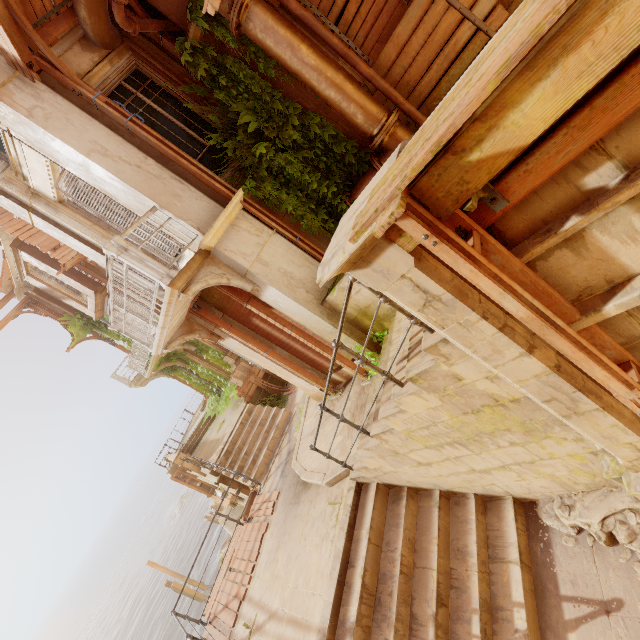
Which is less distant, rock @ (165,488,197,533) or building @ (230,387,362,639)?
building @ (230,387,362,639)

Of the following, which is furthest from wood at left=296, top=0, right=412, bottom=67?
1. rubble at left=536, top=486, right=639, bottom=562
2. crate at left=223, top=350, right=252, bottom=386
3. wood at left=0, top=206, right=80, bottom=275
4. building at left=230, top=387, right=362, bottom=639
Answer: building at left=230, top=387, right=362, bottom=639

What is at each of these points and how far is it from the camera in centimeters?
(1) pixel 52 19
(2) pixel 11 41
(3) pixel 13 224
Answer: (1) wood, 533cm
(2) wood, 465cm
(3) wood, 1218cm

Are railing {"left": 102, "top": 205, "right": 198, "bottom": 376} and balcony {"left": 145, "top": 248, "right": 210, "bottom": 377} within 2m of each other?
yes

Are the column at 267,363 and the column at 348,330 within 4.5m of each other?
yes

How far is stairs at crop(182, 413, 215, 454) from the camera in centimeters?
1941cm

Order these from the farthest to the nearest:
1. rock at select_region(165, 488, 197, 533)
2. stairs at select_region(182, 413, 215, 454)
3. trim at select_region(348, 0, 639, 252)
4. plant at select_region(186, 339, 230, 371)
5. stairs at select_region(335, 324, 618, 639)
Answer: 1. rock at select_region(165, 488, 197, 533)
2. stairs at select_region(182, 413, 215, 454)
3. plant at select_region(186, 339, 230, 371)
4. stairs at select_region(335, 324, 618, 639)
5. trim at select_region(348, 0, 639, 252)

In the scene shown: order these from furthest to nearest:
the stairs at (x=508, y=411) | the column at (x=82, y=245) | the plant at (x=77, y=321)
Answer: the plant at (x=77, y=321) < the column at (x=82, y=245) < the stairs at (x=508, y=411)
